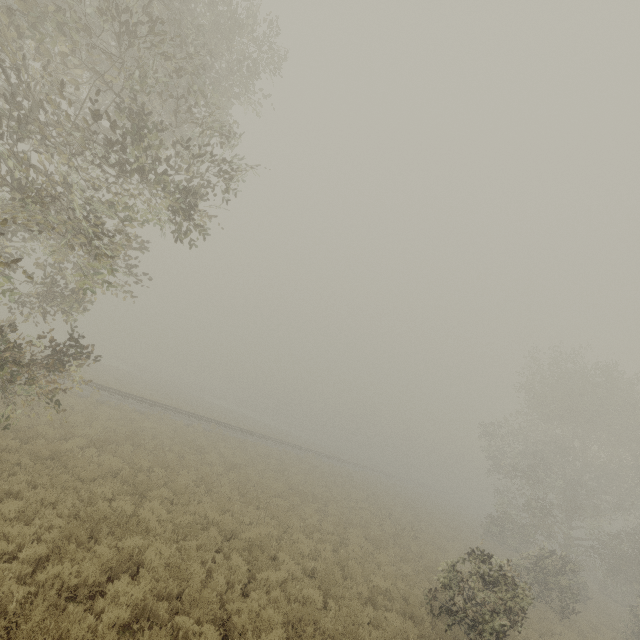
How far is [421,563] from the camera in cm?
1574
